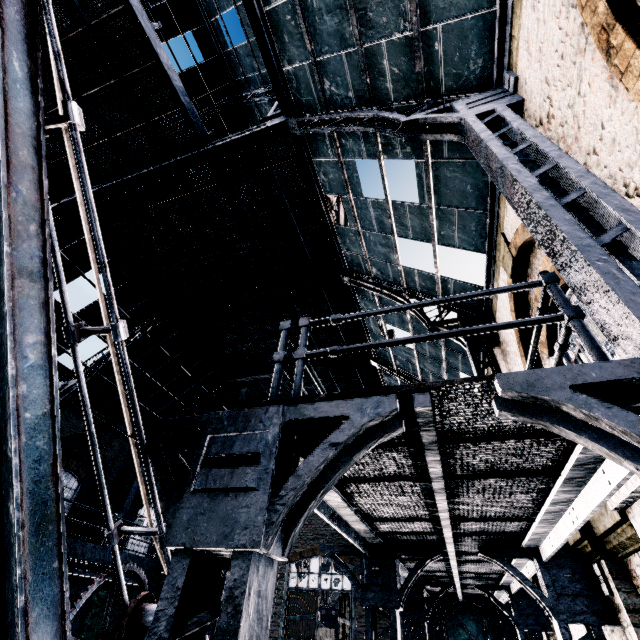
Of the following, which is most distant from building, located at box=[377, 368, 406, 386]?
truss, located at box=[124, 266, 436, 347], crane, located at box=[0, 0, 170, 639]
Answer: crane, located at box=[0, 0, 170, 639]

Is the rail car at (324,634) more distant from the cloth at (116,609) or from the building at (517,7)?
the cloth at (116,609)

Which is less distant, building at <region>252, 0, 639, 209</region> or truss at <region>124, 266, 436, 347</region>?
building at <region>252, 0, 639, 209</region>

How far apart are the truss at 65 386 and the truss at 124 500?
5.4m

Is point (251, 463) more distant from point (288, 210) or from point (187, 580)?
point (288, 210)

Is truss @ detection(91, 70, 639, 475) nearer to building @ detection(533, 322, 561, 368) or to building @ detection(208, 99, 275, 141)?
building @ detection(533, 322, 561, 368)

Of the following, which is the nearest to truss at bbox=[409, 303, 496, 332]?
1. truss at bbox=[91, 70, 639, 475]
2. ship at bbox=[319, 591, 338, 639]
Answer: truss at bbox=[91, 70, 639, 475]
